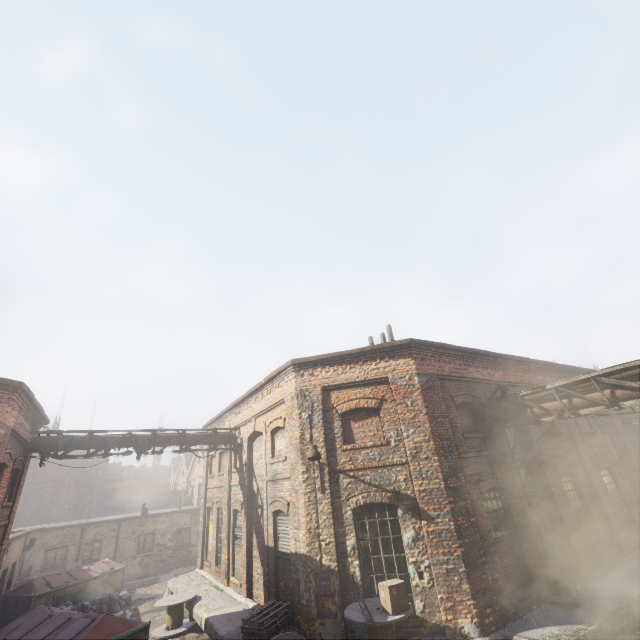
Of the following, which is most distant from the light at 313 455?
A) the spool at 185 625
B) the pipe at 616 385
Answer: the spool at 185 625

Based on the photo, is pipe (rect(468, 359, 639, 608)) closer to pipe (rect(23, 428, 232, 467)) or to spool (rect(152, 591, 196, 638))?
pipe (rect(23, 428, 232, 467))

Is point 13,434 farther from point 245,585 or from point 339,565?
point 339,565

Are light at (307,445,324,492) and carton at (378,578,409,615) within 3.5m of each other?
yes

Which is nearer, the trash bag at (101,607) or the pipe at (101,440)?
the pipe at (101,440)

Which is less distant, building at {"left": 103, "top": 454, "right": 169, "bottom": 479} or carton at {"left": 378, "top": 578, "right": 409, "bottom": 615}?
carton at {"left": 378, "top": 578, "right": 409, "bottom": 615}

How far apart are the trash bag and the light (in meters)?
13.10

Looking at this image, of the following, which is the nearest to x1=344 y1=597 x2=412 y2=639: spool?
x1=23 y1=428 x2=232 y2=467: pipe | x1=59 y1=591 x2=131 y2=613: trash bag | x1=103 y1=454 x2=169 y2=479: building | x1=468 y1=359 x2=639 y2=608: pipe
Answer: x1=468 y1=359 x2=639 y2=608: pipe
